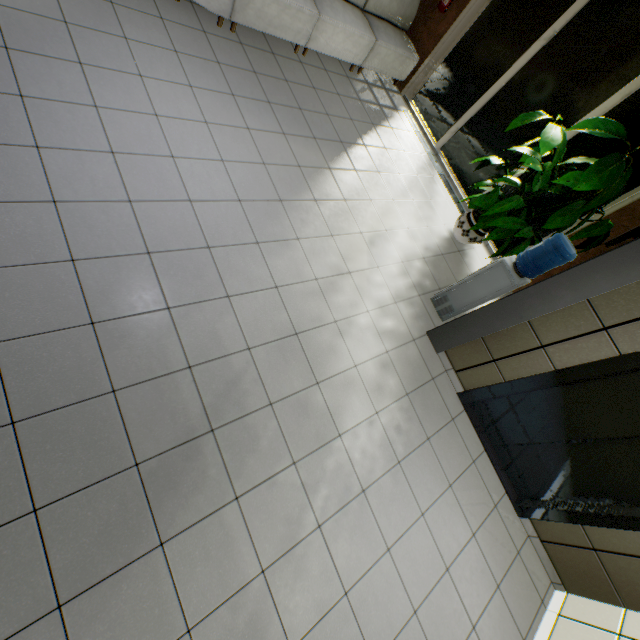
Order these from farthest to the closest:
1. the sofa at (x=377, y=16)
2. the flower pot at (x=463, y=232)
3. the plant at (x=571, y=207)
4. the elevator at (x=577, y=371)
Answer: the flower pot at (x=463, y=232) → the sofa at (x=377, y=16) → the plant at (x=571, y=207) → the elevator at (x=577, y=371)

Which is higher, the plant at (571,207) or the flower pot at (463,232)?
the plant at (571,207)

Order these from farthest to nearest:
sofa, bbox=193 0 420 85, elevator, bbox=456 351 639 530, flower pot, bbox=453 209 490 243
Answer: flower pot, bbox=453 209 490 243
sofa, bbox=193 0 420 85
elevator, bbox=456 351 639 530

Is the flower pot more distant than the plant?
Yes

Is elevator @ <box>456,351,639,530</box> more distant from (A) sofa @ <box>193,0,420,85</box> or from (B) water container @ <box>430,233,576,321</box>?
(A) sofa @ <box>193,0,420,85</box>

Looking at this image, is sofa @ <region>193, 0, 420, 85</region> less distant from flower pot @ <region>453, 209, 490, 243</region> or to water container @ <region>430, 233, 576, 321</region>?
flower pot @ <region>453, 209, 490, 243</region>

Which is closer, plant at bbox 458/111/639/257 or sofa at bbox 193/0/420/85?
plant at bbox 458/111/639/257

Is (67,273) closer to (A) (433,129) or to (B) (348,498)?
(B) (348,498)
